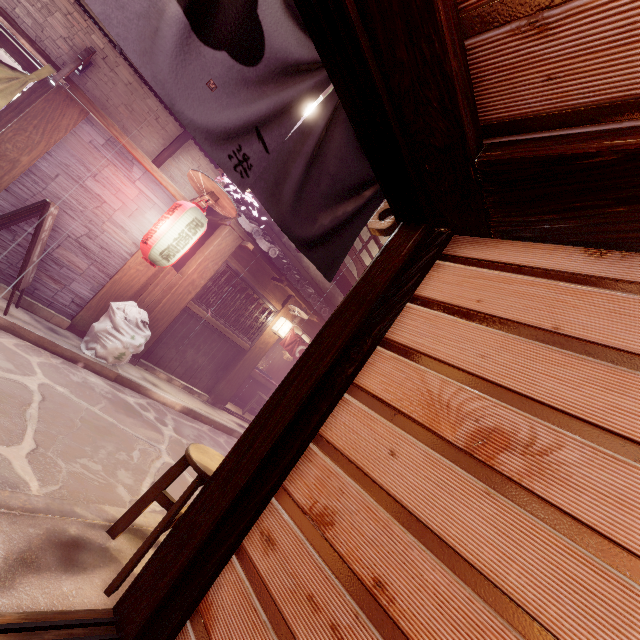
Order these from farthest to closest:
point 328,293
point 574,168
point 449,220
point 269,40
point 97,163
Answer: point 328,293, point 97,163, point 449,220, point 269,40, point 574,168

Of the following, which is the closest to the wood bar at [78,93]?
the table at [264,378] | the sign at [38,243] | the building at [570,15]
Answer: the sign at [38,243]

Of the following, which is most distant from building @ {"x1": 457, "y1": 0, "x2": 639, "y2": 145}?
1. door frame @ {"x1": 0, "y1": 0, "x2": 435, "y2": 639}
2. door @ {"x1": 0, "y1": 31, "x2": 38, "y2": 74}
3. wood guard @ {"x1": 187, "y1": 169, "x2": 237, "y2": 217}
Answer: wood guard @ {"x1": 187, "y1": 169, "x2": 237, "y2": 217}

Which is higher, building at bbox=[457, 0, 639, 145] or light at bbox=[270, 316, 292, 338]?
building at bbox=[457, 0, 639, 145]

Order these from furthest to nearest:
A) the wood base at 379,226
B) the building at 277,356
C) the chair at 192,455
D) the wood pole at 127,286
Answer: the building at 277,356
the wood pole at 127,286
the wood base at 379,226
the chair at 192,455

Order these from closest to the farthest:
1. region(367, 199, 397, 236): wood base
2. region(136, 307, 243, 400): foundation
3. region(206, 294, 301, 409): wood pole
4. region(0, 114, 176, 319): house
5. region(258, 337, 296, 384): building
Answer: region(367, 199, 397, 236): wood base
region(0, 114, 176, 319): house
region(136, 307, 243, 400): foundation
region(206, 294, 301, 409): wood pole
region(258, 337, 296, 384): building

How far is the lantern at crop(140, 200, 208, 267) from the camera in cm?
880

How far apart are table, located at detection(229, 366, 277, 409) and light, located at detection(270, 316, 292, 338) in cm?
417
